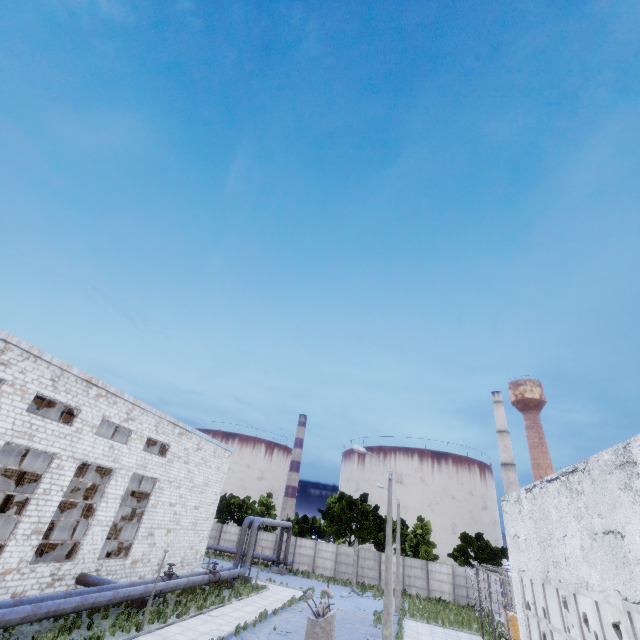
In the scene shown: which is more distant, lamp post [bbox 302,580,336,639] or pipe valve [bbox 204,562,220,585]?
pipe valve [bbox 204,562,220,585]

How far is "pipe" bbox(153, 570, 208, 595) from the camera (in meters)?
19.63

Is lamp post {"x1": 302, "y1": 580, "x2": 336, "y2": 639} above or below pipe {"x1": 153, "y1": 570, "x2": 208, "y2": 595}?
above

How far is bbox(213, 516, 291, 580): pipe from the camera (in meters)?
27.91

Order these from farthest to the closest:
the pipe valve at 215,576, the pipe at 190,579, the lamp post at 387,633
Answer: the pipe valve at 215,576 → the pipe at 190,579 → the lamp post at 387,633

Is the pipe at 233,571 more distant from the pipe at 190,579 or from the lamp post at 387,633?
the lamp post at 387,633

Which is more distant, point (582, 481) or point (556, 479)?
point (556, 479)

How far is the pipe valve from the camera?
24.2m
